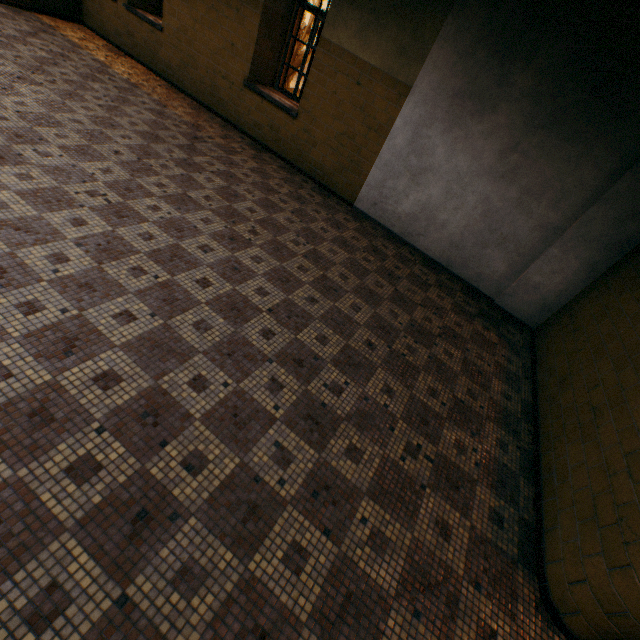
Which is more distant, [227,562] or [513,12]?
[513,12]
